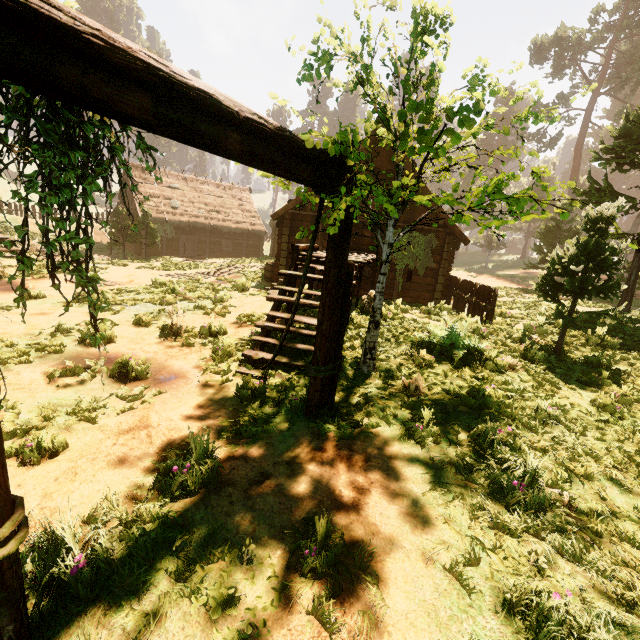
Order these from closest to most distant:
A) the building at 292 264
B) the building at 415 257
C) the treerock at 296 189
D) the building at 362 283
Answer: the treerock at 296 189 < the building at 292 264 < the building at 362 283 < the building at 415 257

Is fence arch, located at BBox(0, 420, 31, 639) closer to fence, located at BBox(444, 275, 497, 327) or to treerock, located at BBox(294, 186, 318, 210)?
treerock, located at BBox(294, 186, 318, 210)

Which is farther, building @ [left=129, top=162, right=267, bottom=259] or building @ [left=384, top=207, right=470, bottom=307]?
building @ [left=129, top=162, right=267, bottom=259]

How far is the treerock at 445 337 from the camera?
6.29m

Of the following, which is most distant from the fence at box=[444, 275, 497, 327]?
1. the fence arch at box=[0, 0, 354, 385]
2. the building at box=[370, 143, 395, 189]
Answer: Answer: the fence arch at box=[0, 0, 354, 385]

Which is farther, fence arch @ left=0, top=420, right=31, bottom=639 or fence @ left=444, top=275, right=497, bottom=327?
fence @ left=444, top=275, right=497, bottom=327

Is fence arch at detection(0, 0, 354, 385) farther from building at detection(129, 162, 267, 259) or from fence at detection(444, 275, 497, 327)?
fence at detection(444, 275, 497, 327)

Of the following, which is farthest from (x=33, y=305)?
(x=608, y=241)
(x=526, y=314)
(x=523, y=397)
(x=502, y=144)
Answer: (x=502, y=144)
